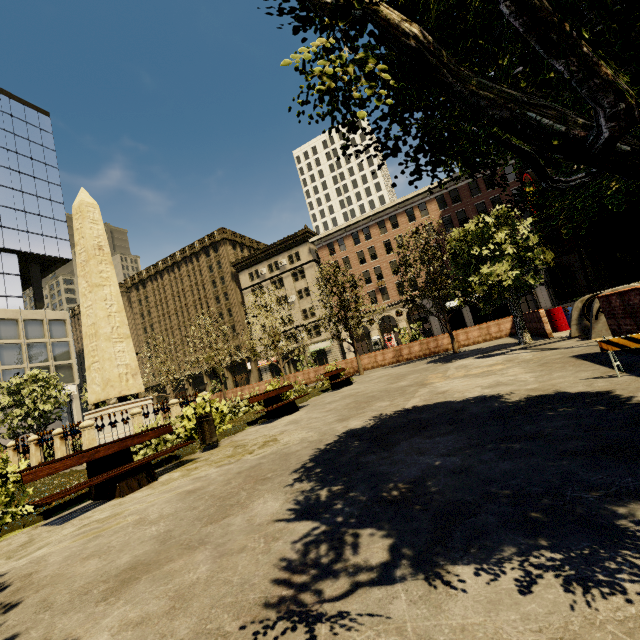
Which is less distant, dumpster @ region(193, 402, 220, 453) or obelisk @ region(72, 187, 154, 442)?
dumpster @ region(193, 402, 220, 453)

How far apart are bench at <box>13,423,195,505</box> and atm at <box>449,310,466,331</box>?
19.7m

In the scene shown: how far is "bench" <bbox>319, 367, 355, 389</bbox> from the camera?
15.0m

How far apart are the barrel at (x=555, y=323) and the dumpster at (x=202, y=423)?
15.4m

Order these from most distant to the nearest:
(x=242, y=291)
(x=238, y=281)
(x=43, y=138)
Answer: (x=238, y=281)
(x=242, y=291)
(x=43, y=138)

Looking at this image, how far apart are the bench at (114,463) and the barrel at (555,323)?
16.0m

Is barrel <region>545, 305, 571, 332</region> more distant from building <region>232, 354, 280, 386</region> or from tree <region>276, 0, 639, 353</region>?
building <region>232, 354, 280, 386</region>

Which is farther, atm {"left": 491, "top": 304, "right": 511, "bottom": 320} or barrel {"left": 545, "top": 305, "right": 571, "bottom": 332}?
atm {"left": 491, "top": 304, "right": 511, "bottom": 320}
